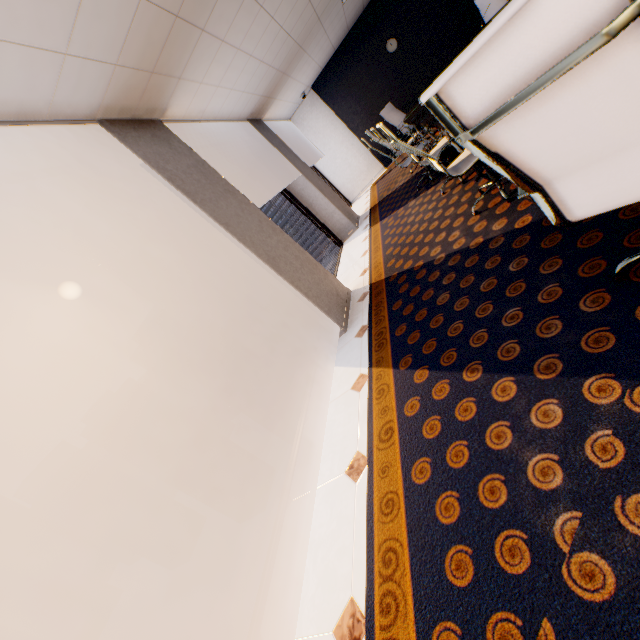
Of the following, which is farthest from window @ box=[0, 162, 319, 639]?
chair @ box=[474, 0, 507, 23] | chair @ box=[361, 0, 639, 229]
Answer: chair @ box=[474, 0, 507, 23]

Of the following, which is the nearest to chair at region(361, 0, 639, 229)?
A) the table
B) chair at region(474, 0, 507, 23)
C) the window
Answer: the table

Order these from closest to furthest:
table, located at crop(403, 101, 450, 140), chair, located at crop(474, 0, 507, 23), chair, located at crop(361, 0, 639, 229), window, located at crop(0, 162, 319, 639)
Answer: chair, located at crop(361, 0, 639, 229)
window, located at crop(0, 162, 319, 639)
table, located at crop(403, 101, 450, 140)
chair, located at crop(474, 0, 507, 23)

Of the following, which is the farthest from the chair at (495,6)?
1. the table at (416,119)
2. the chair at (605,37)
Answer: the chair at (605,37)

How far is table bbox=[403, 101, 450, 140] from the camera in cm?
310

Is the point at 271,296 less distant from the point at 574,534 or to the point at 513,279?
the point at 513,279

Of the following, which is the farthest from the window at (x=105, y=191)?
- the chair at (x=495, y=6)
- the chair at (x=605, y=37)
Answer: the chair at (x=495, y=6)

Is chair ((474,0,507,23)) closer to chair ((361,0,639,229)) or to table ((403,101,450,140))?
table ((403,101,450,140))
